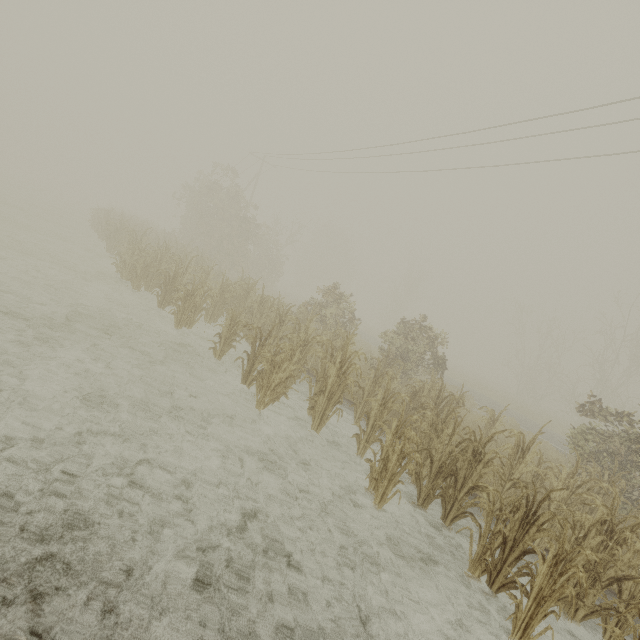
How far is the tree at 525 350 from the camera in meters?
38.3

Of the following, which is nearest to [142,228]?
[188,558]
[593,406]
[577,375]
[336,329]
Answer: [336,329]

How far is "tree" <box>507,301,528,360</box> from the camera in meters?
38.3
